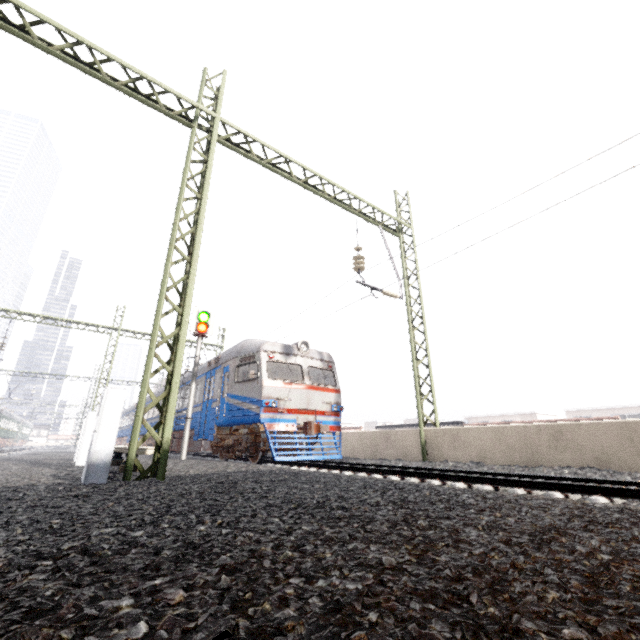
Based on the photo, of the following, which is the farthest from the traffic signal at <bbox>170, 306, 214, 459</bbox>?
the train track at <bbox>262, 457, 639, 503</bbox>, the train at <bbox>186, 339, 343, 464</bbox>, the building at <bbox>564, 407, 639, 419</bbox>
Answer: the building at <bbox>564, 407, 639, 419</bbox>

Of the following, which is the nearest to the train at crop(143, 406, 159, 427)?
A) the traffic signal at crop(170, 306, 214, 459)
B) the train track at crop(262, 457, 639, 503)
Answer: the train track at crop(262, 457, 639, 503)

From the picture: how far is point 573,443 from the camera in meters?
6.8 m

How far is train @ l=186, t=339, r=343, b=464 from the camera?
10.5m

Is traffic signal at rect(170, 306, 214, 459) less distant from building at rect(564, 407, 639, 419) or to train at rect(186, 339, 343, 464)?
train at rect(186, 339, 343, 464)

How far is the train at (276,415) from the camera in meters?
10.5

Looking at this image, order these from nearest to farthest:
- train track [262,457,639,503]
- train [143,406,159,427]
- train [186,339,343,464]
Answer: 1. train track [262,457,639,503]
2. train [186,339,343,464]
3. train [143,406,159,427]

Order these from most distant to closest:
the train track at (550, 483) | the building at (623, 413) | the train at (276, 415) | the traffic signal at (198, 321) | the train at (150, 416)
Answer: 1. the building at (623, 413)
2. the train at (150, 416)
3. the traffic signal at (198, 321)
4. the train at (276, 415)
5. the train track at (550, 483)
